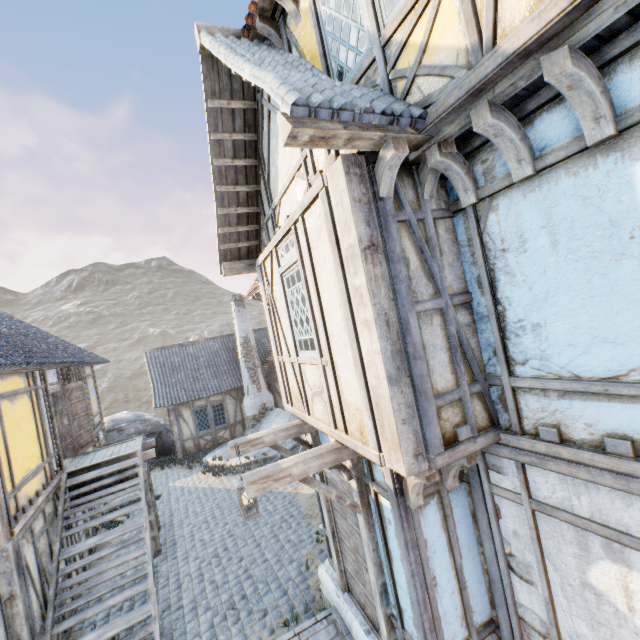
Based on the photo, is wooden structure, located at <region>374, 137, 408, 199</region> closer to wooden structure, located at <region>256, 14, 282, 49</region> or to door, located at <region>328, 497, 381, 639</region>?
wooden structure, located at <region>256, 14, 282, 49</region>

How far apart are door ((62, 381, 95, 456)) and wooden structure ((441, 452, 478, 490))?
10.96m

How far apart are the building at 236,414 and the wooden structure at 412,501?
15.7m

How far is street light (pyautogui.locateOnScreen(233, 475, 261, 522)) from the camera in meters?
4.7 m

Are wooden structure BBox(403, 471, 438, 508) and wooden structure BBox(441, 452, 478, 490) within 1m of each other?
yes

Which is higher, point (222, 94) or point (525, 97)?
point (222, 94)

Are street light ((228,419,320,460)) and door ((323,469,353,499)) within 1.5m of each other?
yes

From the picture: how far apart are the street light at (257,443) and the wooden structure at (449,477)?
2.3m
